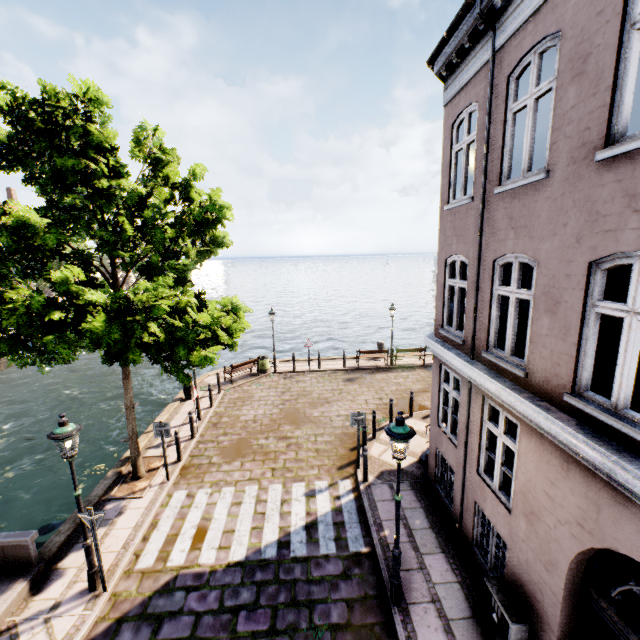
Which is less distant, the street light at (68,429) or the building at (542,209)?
the building at (542,209)

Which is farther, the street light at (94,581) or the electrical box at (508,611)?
the street light at (94,581)

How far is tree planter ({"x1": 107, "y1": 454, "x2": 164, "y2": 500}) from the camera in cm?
915

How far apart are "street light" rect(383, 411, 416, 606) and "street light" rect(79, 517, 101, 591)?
5.6 meters

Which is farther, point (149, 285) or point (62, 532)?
point (62, 532)

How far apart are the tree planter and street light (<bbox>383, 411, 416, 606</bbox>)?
7.0 meters

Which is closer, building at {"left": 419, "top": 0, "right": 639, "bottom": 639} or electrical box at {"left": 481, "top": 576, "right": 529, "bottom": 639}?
building at {"left": 419, "top": 0, "right": 639, "bottom": 639}
